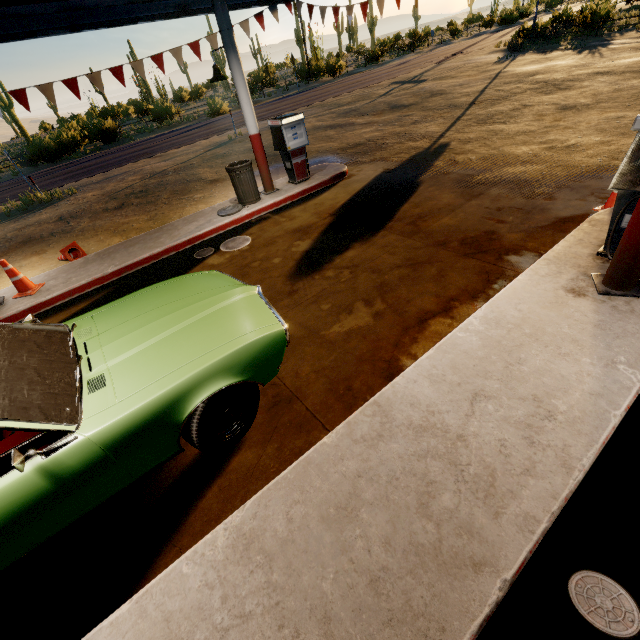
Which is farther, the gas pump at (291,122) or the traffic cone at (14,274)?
the gas pump at (291,122)

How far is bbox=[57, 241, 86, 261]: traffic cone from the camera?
7.2m

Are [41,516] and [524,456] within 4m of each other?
yes

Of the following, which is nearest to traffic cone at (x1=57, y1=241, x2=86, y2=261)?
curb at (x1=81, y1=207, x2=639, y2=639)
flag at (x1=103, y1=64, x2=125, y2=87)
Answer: flag at (x1=103, y1=64, x2=125, y2=87)

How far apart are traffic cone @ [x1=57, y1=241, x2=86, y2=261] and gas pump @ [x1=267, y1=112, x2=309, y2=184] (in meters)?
5.29

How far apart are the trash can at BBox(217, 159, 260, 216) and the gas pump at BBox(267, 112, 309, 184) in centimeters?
93cm

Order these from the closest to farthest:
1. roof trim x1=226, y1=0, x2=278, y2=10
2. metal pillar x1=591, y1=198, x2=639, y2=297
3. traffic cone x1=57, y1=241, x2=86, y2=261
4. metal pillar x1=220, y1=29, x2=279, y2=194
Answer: metal pillar x1=591, y1=198, x2=639, y2=297 < metal pillar x1=220, y1=29, x2=279, y2=194 < traffic cone x1=57, y1=241, x2=86, y2=261 < roof trim x1=226, y1=0, x2=278, y2=10

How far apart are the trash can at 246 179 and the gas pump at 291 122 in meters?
0.9
